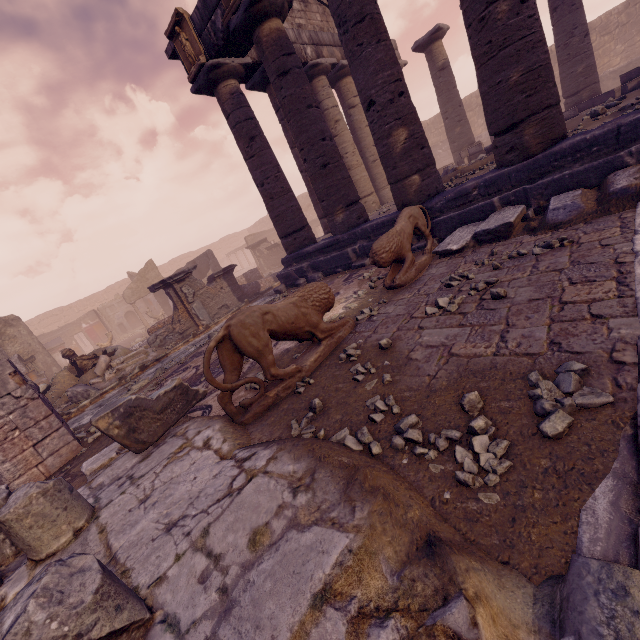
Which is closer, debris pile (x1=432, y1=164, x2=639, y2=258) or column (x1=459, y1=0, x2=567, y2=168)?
debris pile (x1=432, y1=164, x2=639, y2=258)

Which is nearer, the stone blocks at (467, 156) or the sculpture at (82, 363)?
the sculpture at (82, 363)

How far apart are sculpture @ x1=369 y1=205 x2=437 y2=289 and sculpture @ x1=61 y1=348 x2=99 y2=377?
9.8m

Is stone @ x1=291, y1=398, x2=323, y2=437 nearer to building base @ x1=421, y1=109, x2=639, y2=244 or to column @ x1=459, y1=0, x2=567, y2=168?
building base @ x1=421, y1=109, x2=639, y2=244

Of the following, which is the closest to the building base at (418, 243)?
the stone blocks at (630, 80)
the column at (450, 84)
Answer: the column at (450, 84)

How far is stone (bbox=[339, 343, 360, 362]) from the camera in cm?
357

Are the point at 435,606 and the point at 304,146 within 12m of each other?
yes

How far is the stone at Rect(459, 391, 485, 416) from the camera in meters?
2.2
